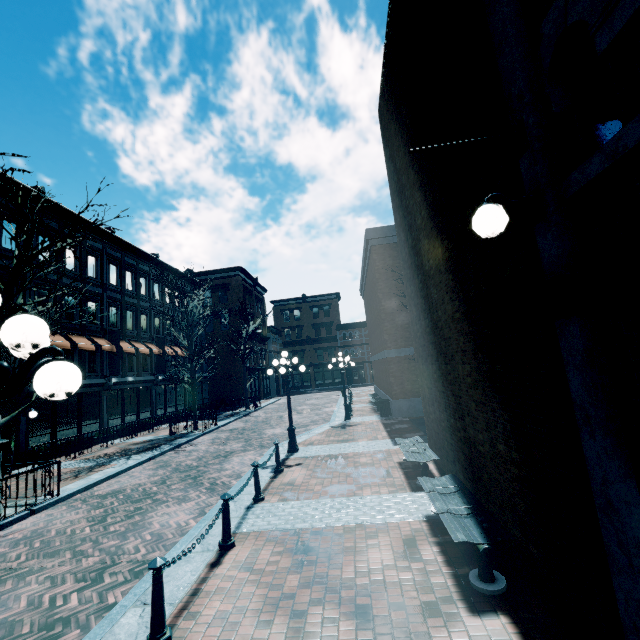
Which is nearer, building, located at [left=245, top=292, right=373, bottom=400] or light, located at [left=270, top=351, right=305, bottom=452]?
light, located at [left=270, top=351, right=305, bottom=452]

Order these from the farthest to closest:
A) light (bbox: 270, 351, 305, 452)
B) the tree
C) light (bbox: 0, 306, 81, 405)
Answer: light (bbox: 270, 351, 305, 452)
the tree
light (bbox: 0, 306, 81, 405)

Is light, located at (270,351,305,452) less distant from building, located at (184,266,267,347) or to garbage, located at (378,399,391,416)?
garbage, located at (378,399,391,416)

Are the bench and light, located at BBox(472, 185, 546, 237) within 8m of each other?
yes

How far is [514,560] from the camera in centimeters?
442cm

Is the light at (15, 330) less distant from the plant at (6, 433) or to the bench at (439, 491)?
the bench at (439, 491)

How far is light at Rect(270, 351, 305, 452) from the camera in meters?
11.6 m

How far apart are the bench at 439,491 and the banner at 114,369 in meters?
19.9 m
